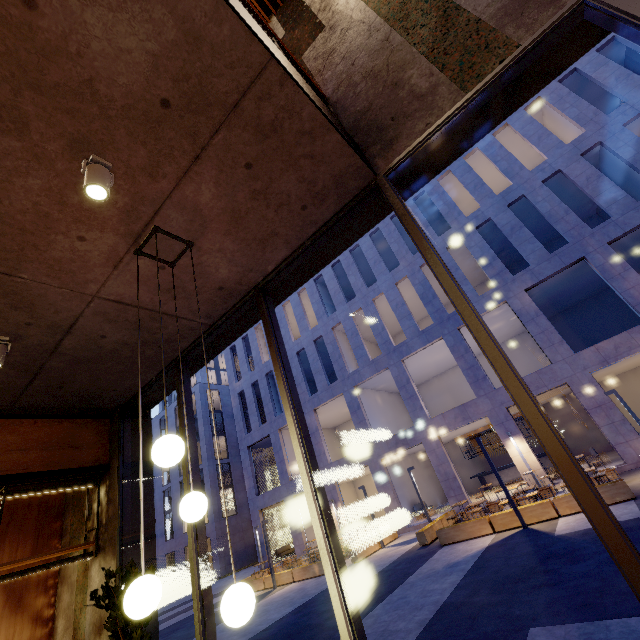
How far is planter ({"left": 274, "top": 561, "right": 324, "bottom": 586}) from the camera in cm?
1461

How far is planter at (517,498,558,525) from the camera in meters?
10.1 m

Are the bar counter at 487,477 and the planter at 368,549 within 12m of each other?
yes

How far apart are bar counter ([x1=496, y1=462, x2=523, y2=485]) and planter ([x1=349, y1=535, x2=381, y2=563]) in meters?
9.6 m

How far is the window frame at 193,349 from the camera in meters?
4.3

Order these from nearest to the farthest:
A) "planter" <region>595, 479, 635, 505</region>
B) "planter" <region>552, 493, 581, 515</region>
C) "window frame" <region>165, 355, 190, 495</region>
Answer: "window frame" <region>165, 355, 190, 495</region> < "planter" <region>595, 479, 635, 505</region> < "planter" <region>552, 493, 581, 515</region>

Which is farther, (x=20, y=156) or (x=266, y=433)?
(x=266, y=433)

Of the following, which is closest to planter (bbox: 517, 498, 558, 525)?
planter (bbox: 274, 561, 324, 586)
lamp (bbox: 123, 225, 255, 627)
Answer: planter (bbox: 274, 561, 324, 586)
